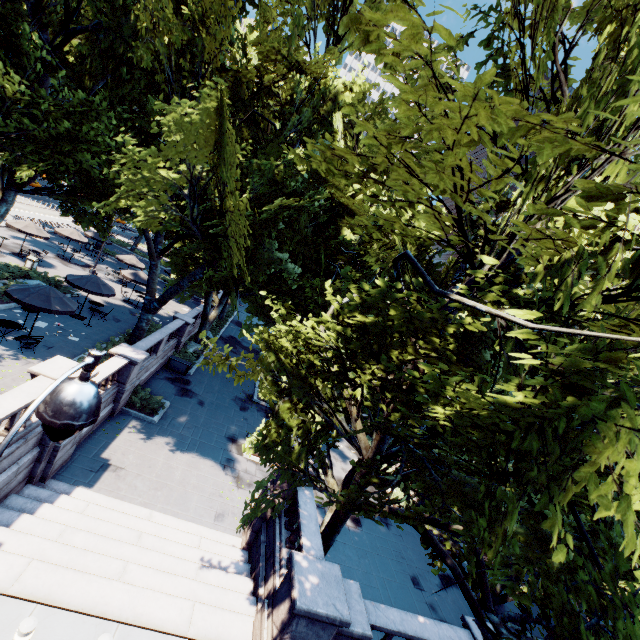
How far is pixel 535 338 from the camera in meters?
8.8

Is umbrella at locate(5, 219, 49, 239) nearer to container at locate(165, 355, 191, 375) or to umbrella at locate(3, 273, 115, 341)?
umbrella at locate(3, 273, 115, 341)

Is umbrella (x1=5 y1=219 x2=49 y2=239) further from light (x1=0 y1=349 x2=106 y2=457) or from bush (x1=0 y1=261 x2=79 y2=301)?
light (x1=0 y1=349 x2=106 y2=457)

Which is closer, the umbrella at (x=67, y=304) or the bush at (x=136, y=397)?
the umbrella at (x=67, y=304)

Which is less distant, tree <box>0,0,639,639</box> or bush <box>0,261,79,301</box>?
tree <box>0,0,639,639</box>

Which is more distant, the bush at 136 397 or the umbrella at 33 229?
the umbrella at 33 229

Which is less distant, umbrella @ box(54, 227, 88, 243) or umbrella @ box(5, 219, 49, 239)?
umbrella @ box(5, 219, 49, 239)

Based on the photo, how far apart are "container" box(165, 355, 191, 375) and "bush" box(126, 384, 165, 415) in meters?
4.7 m
